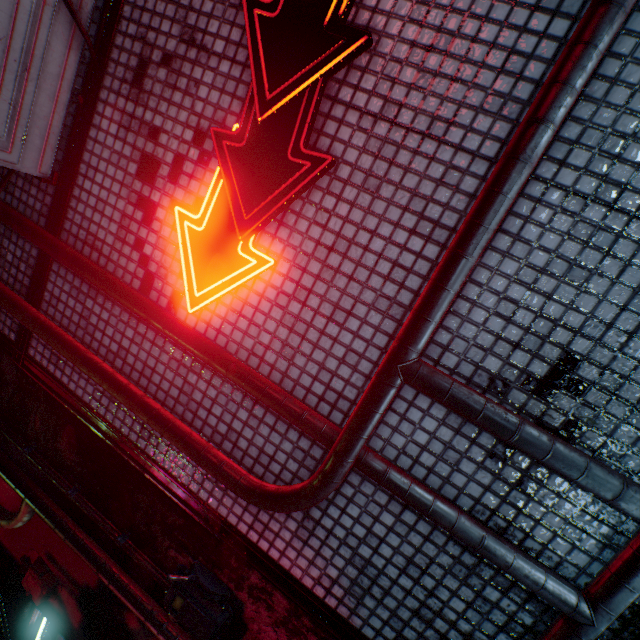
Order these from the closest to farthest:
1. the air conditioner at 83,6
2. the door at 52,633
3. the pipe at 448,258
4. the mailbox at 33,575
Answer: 1. the pipe at 448,258
2. the air conditioner at 83,6
3. the mailbox at 33,575
4. the door at 52,633

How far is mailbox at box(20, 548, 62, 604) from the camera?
2.1m

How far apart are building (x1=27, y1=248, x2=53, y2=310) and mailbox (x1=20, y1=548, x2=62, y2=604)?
1.13m

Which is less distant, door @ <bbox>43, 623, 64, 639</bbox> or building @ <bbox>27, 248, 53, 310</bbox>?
building @ <bbox>27, 248, 53, 310</bbox>

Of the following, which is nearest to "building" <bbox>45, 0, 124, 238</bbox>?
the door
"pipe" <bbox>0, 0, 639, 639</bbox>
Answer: "pipe" <bbox>0, 0, 639, 639</bbox>

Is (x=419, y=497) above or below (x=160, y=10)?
below

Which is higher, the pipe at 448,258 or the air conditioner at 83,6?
the air conditioner at 83,6

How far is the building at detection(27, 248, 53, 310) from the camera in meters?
1.9
